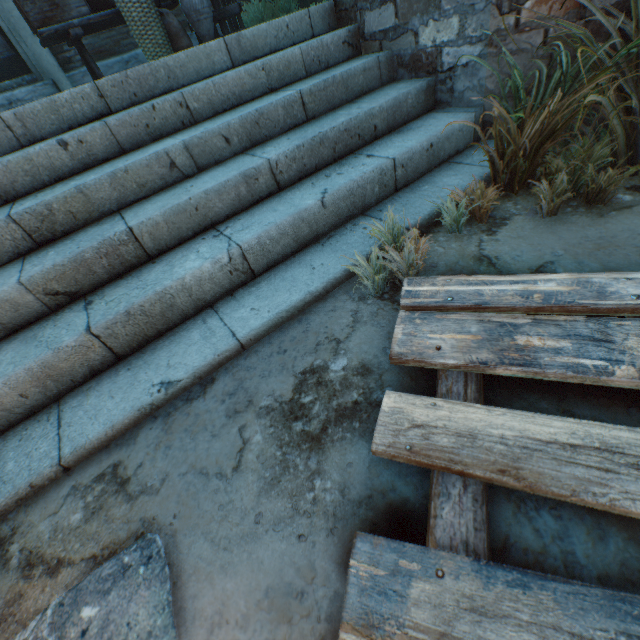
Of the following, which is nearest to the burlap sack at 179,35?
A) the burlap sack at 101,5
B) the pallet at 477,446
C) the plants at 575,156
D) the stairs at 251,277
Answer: the burlap sack at 101,5

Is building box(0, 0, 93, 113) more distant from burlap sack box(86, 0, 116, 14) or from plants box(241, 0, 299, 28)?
burlap sack box(86, 0, 116, 14)

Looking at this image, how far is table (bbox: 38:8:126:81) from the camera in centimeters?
435cm

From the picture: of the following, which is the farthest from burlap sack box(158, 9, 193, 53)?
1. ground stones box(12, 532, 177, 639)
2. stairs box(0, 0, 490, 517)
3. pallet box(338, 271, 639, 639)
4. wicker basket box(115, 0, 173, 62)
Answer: ground stones box(12, 532, 177, 639)

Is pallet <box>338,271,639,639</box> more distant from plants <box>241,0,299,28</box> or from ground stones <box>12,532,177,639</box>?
plants <box>241,0,299,28</box>

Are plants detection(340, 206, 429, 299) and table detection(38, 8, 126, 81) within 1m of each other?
no

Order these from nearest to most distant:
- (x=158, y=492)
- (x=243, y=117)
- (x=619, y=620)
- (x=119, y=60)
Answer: (x=619, y=620) < (x=158, y=492) < (x=243, y=117) < (x=119, y=60)

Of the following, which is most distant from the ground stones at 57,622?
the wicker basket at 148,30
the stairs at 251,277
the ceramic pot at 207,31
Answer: the ceramic pot at 207,31
